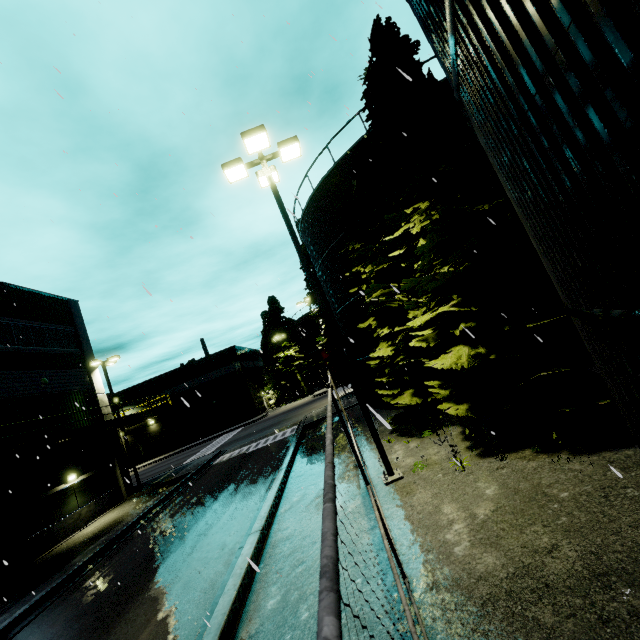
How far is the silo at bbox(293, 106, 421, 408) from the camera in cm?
1434

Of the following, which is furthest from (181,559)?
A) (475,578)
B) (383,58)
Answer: (383,58)

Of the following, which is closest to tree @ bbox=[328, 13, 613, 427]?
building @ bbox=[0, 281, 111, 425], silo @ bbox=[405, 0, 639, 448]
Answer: silo @ bbox=[405, 0, 639, 448]

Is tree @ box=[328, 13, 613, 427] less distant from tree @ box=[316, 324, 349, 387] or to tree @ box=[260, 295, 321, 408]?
tree @ box=[316, 324, 349, 387]

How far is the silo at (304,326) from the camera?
51.4 meters

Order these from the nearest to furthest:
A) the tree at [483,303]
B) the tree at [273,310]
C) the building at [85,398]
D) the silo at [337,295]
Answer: the tree at [483,303] < the silo at [337,295] < the building at [85,398] < the tree at [273,310]

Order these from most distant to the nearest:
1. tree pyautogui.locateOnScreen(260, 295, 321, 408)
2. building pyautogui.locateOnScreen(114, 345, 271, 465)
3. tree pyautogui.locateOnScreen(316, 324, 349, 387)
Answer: tree pyautogui.locateOnScreen(260, 295, 321, 408), building pyautogui.locateOnScreen(114, 345, 271, 465), tree pyautogui.locateOnScreen(316, 324, 349, 387)
